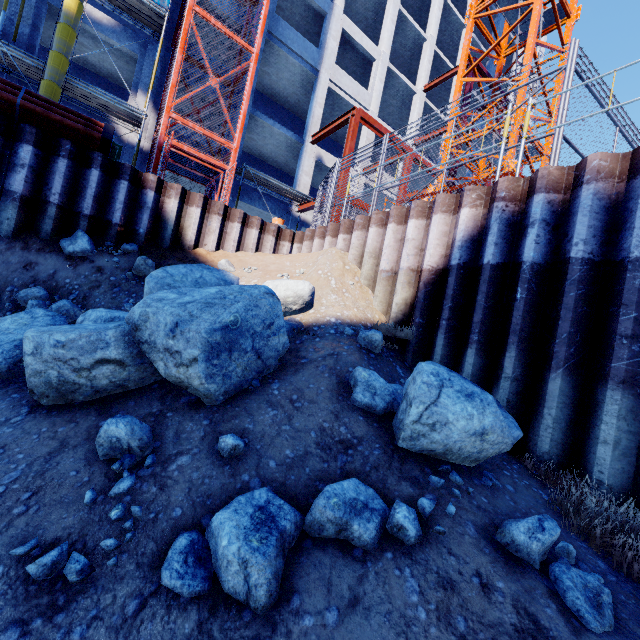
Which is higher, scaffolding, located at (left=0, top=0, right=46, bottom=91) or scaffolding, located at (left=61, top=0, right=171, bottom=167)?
scaffolding, located at (left=61, top=0, right=171, bottom=167)

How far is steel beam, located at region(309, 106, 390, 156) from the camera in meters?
14.9 m

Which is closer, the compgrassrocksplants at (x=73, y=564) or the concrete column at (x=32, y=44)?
the compgrassrocksplants at (x=73, y=564)

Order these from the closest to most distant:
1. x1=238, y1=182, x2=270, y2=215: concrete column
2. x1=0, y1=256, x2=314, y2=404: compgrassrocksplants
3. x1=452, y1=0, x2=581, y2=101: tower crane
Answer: x1=0, y1=256, x2=314, y2=404: compgrassrocksplants < x1=452, y1=0, x2=581, y2=101: tower crane < x1=238, y1=182, x2=270, y2=215: concrete column

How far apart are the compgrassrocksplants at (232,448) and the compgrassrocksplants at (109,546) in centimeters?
97cm

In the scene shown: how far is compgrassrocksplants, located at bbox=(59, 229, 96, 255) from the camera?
5.9m

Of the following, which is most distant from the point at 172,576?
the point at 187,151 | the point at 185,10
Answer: the point at 185,10

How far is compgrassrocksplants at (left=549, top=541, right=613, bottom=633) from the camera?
1.76m
